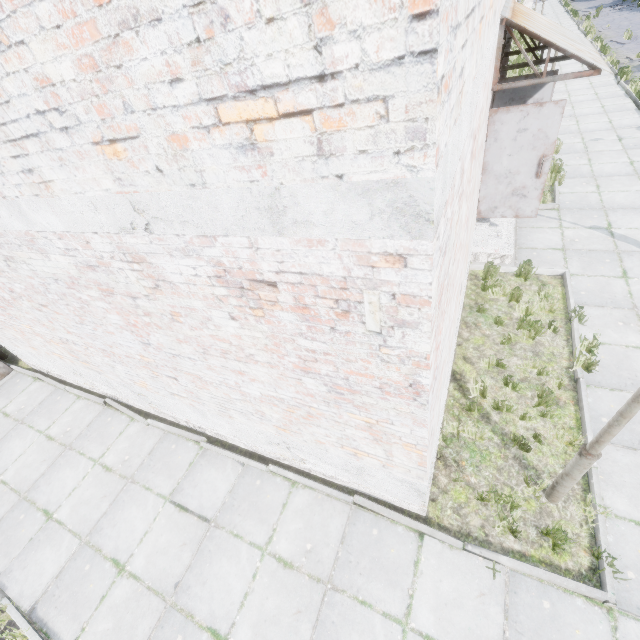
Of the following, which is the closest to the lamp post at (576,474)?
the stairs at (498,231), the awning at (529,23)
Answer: the awning at (529,23)

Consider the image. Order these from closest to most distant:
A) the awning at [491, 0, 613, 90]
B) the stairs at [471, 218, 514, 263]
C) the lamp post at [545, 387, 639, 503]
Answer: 1. the lamp post at [545, 387, 639, 503]
2. the awning at [491, 0, 613, 90]
3. the stairs at [471, 218, 514, 263]

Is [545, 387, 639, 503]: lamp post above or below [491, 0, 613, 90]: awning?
below

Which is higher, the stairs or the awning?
the awning

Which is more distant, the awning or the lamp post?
the awning

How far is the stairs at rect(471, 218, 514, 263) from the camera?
7.6m

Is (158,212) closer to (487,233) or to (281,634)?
(281,634)
